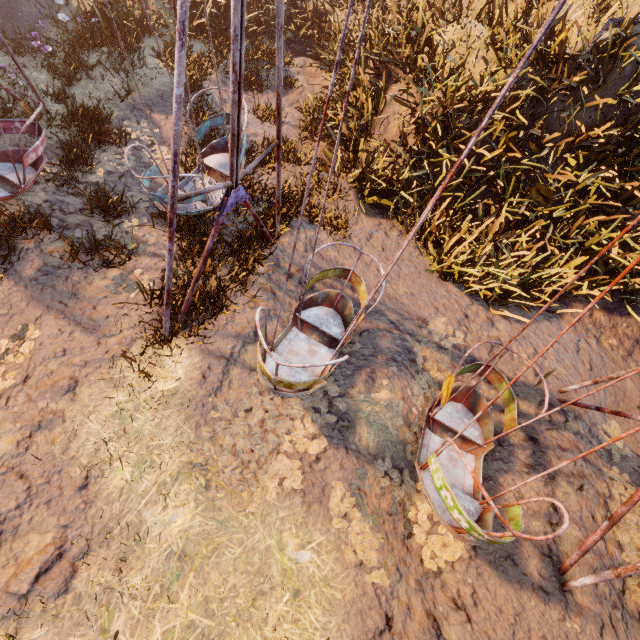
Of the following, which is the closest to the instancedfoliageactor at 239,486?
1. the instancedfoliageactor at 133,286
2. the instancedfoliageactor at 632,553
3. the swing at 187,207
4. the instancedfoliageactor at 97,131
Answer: the swing at 187,207

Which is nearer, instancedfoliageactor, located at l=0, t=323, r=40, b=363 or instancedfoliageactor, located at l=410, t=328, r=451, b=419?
instancedfoliageactor, located at l=0, t=323, r=40, b=363

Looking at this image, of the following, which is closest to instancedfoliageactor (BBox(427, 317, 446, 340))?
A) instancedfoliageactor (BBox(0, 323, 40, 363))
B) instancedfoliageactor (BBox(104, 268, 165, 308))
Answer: instancedfoliageactor (BBox(104, 268, 165, 308))

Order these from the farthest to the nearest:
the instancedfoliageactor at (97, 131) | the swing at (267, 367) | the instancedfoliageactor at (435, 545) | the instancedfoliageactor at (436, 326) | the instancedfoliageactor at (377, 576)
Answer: the instancedfoliageactor at (436, 326) → the instancedfoliageactor at (97, 131) → the instancedfoliageactor at (435, 545) → the instancedfoliageactor at (377, 576) → the swing at (267, 367)

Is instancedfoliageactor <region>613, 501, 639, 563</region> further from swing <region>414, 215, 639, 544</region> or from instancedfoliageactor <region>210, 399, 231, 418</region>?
instancedfoliageactor <region>210, 399, 231, 418</region>

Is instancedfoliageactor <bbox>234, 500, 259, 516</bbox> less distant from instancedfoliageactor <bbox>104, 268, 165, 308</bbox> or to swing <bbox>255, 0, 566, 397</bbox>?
swing <bbox>255, 0, 566, 397</bbox>

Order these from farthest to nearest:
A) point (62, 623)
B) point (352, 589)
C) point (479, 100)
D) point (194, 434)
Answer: point (479, 100), point (194, 434), point (352, 589), point (62, 623)

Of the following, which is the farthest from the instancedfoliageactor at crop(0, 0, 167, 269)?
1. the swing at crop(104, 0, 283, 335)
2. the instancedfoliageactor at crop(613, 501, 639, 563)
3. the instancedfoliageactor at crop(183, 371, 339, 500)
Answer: the instancedfoliageactor at crop(613, 501, 639, 563)
